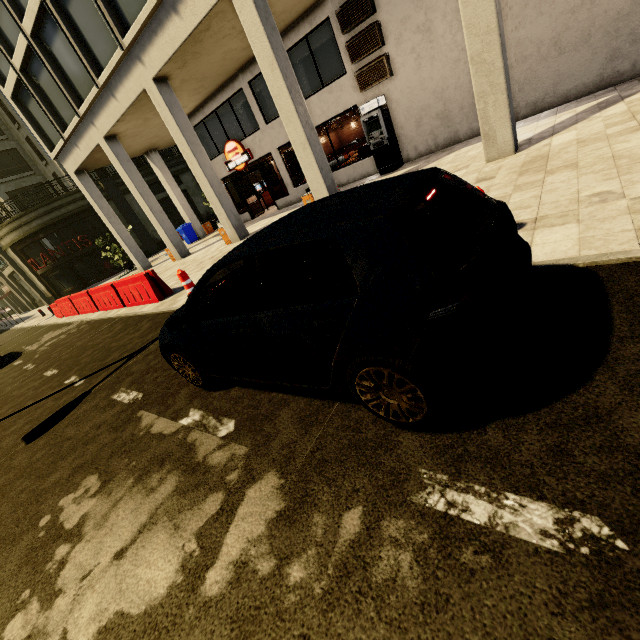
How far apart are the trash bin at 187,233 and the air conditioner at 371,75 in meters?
14.6 m

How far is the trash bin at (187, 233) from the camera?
21.7m

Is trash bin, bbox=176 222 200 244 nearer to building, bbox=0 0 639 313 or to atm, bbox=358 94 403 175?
building, bbox=0 0 639 313

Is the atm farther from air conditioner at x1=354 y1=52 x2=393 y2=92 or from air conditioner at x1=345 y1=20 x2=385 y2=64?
air conditioner at x1=345 y1=20 x2=385 y2=64

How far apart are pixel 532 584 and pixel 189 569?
1.9 meters

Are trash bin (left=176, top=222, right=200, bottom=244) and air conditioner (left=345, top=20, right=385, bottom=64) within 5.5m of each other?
no

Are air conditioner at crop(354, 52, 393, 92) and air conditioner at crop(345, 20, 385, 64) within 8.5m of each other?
yes

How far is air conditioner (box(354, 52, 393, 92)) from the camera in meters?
11.0
